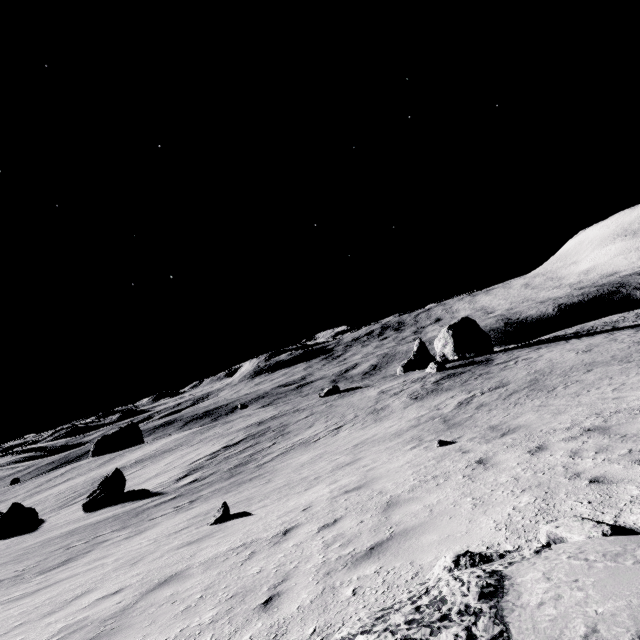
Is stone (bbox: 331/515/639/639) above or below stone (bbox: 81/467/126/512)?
above

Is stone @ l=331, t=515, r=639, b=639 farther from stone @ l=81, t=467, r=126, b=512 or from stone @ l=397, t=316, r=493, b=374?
stone @ l=397, t=316, r=493, b=374

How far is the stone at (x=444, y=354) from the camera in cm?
4331

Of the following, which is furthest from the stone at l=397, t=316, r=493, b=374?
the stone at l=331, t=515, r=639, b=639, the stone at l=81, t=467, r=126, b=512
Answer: the stone at l=331, t=515, r=639, b=639

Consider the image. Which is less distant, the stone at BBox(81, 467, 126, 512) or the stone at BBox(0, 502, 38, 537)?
the stone at BBox(81, 467, 126, 512)

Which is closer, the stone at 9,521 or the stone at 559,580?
the stone at 559,580

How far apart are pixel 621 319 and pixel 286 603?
59.45m

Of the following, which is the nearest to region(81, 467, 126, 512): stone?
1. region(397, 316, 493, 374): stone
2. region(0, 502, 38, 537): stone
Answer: region(0, 502, 38, 537): stone
